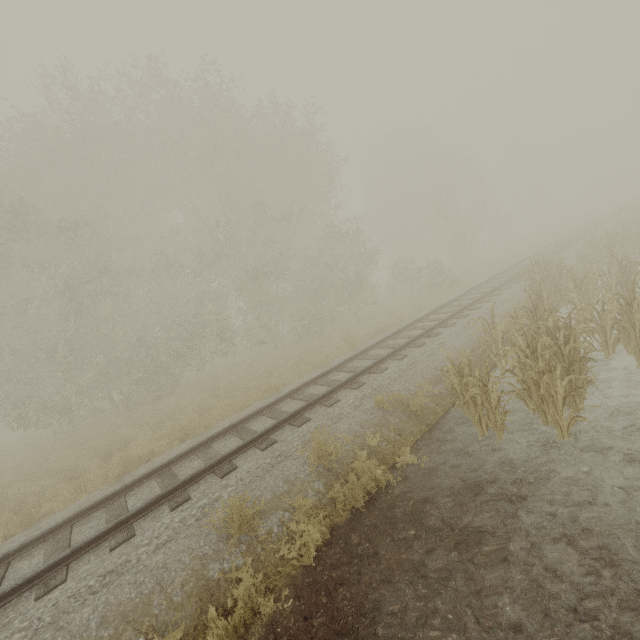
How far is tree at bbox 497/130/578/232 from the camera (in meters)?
43.97

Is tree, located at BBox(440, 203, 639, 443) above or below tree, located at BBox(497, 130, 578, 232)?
below

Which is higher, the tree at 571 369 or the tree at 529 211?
the tree at 529 211

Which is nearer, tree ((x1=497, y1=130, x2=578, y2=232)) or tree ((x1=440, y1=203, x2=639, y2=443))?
tree ((x1=440, y1=203, x2=639, y2=443))

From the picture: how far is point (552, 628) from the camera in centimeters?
313cm

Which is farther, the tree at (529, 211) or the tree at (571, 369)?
the tree at (529, 211)
